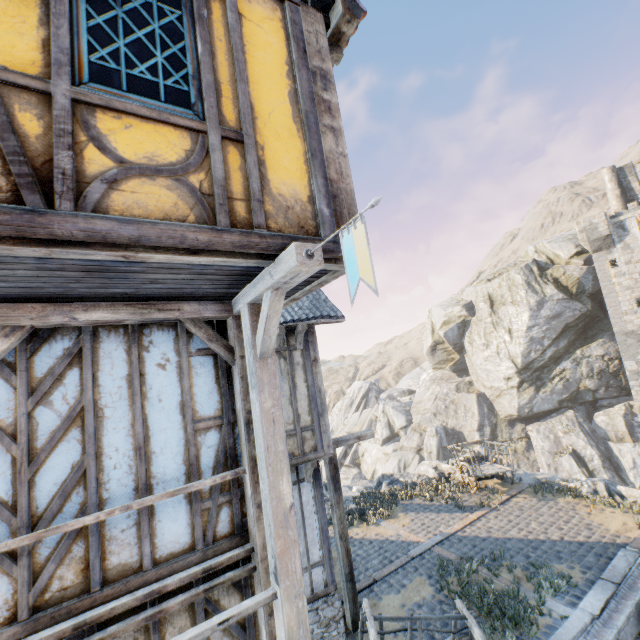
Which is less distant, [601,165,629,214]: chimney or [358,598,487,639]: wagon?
[358,598,487,639]: wagon

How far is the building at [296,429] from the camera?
7.0m

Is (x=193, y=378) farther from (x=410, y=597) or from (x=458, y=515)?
(x=458, y=515)

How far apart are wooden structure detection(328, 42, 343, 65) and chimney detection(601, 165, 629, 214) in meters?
35.9

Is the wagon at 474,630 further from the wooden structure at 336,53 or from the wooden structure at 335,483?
the wooden structure at 336,53

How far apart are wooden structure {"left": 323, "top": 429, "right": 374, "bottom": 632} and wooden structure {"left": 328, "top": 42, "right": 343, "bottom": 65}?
7.1m

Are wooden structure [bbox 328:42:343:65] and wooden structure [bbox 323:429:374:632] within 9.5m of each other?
yes

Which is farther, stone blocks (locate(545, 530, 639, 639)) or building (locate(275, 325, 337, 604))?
building (locate(275, 325, 337, 604))
